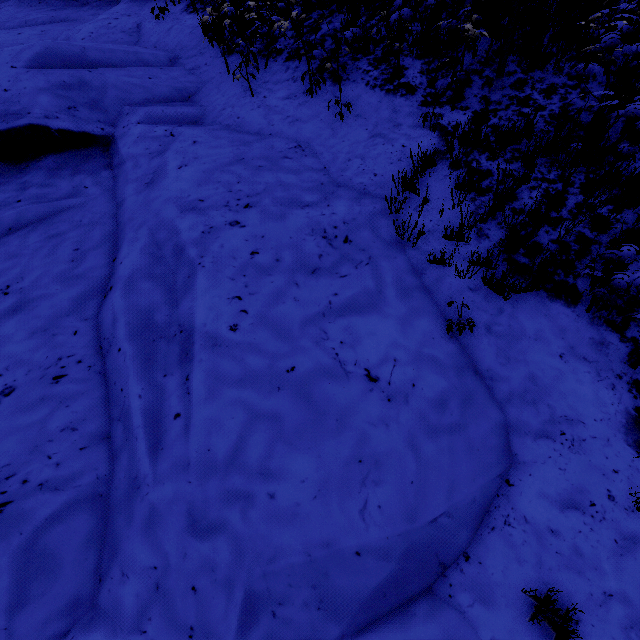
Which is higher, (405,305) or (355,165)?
(355,165)
